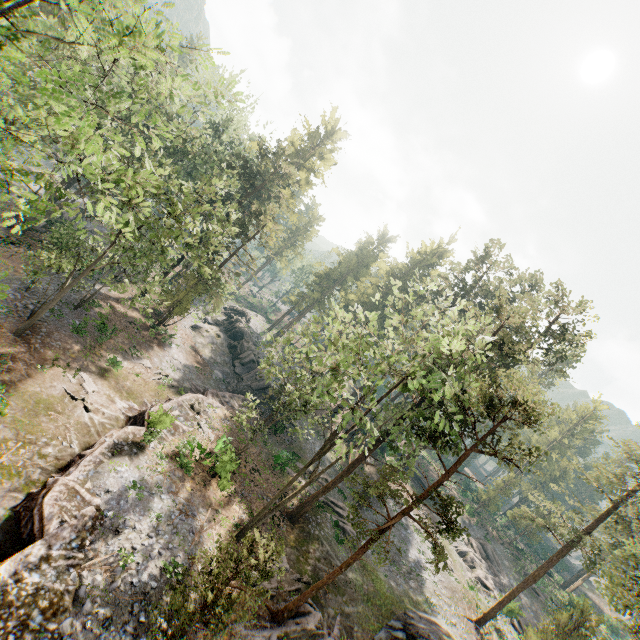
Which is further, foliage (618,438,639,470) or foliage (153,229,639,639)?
foliage (618,438,639,470)

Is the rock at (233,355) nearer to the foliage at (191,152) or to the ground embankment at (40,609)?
the ground embankment at (40,609)

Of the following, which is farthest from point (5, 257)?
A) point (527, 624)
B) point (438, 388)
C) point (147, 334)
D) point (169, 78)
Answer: point (527, 624)

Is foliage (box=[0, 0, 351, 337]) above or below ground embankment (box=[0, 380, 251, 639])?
above

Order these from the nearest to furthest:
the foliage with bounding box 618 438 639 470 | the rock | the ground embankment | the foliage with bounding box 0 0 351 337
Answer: the foliage with bounding box 0 0 351 337
the ground embankment
the foliage with bounding box 618 438 639 470
the rock

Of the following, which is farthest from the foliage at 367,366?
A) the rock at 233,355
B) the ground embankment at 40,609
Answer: the rock at 233,355
